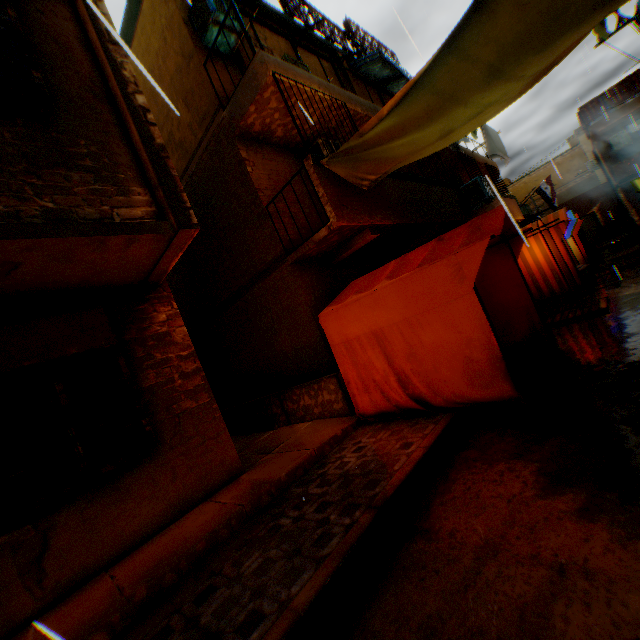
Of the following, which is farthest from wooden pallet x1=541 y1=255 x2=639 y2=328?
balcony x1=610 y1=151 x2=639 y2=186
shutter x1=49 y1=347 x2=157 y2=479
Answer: shutter x1=49 y1=347 x2=157 y2=479

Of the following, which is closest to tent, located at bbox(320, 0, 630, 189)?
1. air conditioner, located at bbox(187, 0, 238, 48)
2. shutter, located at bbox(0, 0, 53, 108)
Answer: shutter, located at bbox(0, 0, 53, 108)

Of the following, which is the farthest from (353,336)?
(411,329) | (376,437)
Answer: (376,437)

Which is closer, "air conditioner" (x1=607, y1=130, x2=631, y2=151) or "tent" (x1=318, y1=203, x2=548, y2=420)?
"tent" (x1=318, y1=203, x2=548, y2=420)

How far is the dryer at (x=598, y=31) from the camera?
5.54m

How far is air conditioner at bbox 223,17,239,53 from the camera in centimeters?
686cm

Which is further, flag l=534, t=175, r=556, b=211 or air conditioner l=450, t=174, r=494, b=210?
flag l=534, t=175, r=556, b=211

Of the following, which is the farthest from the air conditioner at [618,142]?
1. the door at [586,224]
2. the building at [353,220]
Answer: the door at [586,224]
